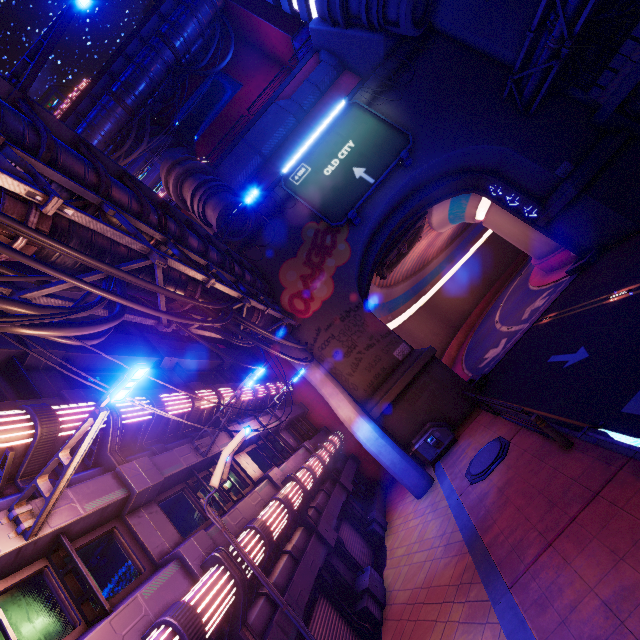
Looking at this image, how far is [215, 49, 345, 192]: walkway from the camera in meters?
25.2 m

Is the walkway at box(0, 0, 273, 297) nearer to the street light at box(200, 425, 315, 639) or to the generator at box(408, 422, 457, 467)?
the street light at box(200, 425, 315, 639)

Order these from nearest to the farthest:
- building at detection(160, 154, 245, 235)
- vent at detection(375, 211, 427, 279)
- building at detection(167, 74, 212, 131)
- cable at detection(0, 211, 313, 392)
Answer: cable at detection(0, 211, 313, 392)
building at detection(160, 154, 245, 235)
vent at detection(375, 211, 427, 279)
building at detection(167, 74, 212, 131)

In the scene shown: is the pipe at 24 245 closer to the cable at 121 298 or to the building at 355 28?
the cable at 121 298

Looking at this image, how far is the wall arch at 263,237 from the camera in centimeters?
2228cm

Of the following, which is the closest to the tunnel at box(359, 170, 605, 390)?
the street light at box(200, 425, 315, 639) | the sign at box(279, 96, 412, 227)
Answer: the sign at box(279, 96, 412, 227)

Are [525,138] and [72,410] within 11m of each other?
no

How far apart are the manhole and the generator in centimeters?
309cm
